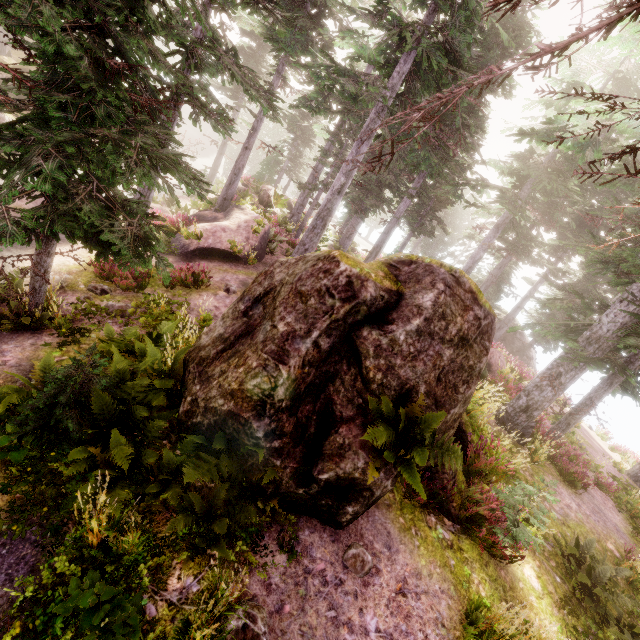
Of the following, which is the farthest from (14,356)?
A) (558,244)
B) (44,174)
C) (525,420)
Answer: (558,244)

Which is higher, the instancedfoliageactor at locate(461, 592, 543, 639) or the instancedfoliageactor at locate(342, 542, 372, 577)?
the instancedfoliageactor at locate(461, 592, 543, 639)

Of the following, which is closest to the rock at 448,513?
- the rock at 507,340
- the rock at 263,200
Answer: the rock at 263,200

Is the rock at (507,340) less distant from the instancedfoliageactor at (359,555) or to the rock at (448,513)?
the instancedfoliageactor at (359,555)

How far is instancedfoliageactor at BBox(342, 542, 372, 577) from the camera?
4.92m

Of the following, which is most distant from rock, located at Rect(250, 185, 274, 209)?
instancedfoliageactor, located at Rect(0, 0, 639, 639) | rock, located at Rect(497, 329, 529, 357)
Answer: rock, located at Rect(497, 329, 529, 357)

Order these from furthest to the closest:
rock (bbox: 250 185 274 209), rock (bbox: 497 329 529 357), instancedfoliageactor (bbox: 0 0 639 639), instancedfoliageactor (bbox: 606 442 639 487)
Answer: rock (bbox: 497 329 529 357) → rock (bbox: 250 185 274 209) → instancedfoliageactor (bbox: 606 442 639 487) → instancedfoliageactor (bbox: 0 0 639 639)

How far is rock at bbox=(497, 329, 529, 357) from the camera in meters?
29.5
